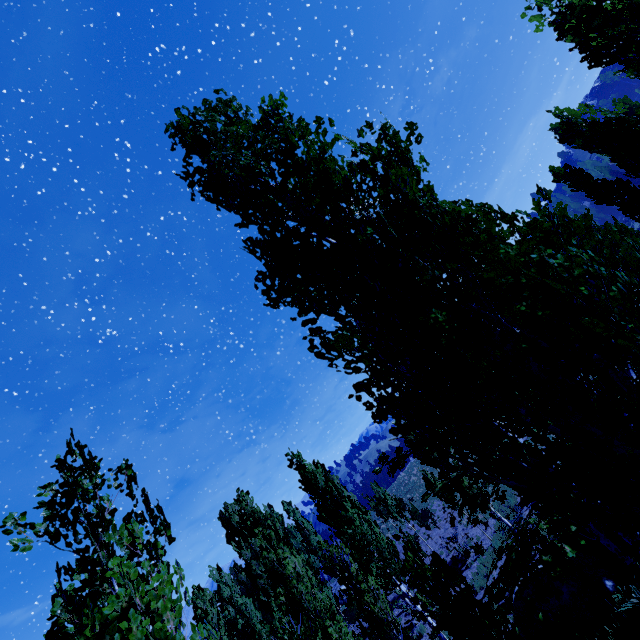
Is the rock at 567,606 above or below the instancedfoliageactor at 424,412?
below

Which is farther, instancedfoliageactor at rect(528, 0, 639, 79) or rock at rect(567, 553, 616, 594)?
rock at rect(567, 553, 616, 594)

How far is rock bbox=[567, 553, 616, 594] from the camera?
10.6 meters

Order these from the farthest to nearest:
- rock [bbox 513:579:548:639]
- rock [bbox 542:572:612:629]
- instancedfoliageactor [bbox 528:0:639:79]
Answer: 1. rock [bbox 513:579:548:639]
2. rock [bbox 542:572:612:629]
3. instancedfoliageactor [bbox 528:0:639:79]

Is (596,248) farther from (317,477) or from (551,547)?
(317,477)

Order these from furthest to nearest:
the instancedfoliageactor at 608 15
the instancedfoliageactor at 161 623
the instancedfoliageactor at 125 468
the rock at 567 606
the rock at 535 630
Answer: the rock at 535 630
the rock at 567 606
the instancedfoliageactor at 608 15
the instancedfoliageactor at 125 468
the instancedfoliageactor at 161 623

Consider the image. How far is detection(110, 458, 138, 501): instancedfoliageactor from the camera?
2.63m
